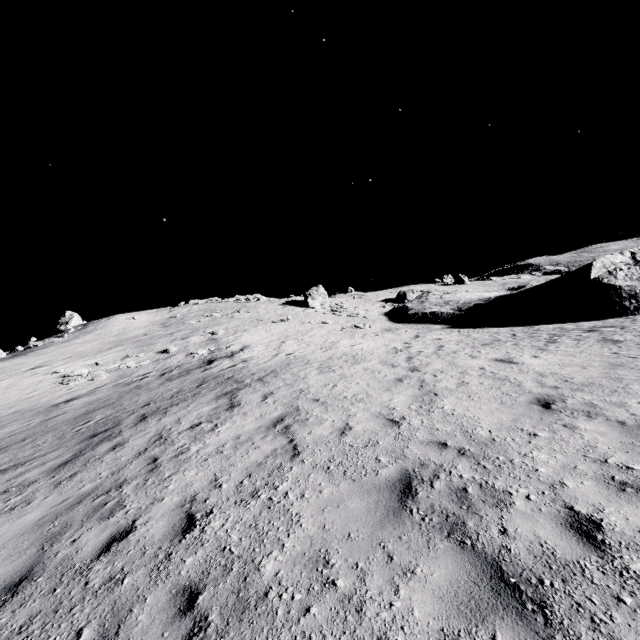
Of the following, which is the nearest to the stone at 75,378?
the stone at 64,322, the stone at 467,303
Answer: the stone at 467,303

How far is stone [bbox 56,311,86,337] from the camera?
40.81m

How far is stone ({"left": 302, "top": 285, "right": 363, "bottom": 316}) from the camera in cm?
3853

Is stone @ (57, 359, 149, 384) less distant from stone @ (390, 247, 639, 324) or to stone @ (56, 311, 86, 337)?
stone @ (390, 247, 639, 324)

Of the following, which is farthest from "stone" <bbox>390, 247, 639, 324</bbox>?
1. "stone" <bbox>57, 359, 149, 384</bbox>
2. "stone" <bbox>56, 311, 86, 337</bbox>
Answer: "stone" <bbox>56, 311, 86, 337</bbox>

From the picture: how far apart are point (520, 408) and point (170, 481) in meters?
7.0 m

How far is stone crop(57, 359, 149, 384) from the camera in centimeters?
1883cm

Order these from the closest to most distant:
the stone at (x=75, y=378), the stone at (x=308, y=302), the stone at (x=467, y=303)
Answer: the stone at (x=75, y=378)
the stone at (x=467, y=303)
the stone at (x=308, y=302)
